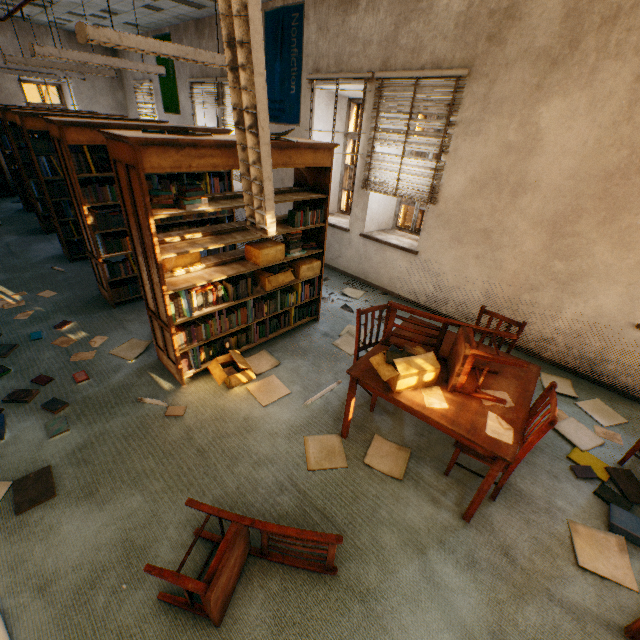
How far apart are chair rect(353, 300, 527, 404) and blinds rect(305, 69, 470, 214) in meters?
2.1

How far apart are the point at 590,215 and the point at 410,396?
2.9 meters

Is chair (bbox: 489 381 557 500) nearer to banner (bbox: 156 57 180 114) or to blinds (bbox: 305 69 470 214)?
blinds (bbox: 305 69 470 214)

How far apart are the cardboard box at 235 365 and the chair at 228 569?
1.3 meters

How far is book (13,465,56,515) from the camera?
2.19m

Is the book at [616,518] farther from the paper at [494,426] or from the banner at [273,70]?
the banner at [273,70]

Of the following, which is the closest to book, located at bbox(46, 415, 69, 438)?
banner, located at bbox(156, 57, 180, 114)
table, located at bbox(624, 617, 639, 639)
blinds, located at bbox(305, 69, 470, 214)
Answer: table, located at bbox(624, 617, 639, 639)

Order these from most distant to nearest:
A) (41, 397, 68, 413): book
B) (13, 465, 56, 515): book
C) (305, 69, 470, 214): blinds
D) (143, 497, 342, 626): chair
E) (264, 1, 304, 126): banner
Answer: (264, 1, 304, 126): banner
(305, 69, 470, 214): blinds
(41, 397, 68, 413): book
(13, 465, 56, 515): book
(143, 497, 342, 626): chair
